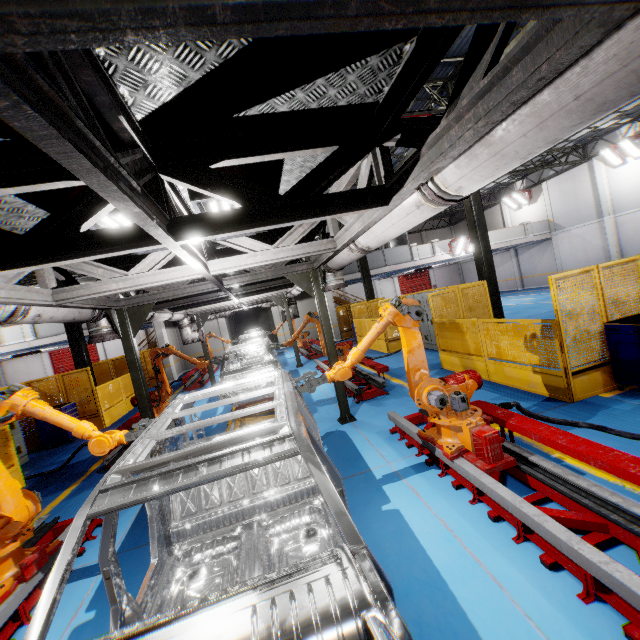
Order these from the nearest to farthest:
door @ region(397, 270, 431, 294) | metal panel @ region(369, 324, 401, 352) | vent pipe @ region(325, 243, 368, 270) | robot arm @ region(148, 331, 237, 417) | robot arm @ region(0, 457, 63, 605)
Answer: robot arm @ region(0, 457, 63, 605) < vent pipe @ region(325, 243, 368, 270) < robot arm @ region(148, 331, 237, 417) < metal panel @ region(369, 324, 401, 352) < door @ region(397, 270, 431, 294)

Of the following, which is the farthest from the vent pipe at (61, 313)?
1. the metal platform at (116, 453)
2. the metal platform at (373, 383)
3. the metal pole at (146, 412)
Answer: the metal platform at (373, 383)

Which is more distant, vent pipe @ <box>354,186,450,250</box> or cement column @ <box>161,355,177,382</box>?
cement column @ <box>161,355,177,382</box>

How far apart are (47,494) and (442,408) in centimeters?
813cm

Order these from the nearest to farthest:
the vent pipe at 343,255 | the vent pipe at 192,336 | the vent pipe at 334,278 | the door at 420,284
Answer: the vent pipe at 343,255 → the vent pipe at 334,278 → the vent pipe at 192,336 → the door at 420,284

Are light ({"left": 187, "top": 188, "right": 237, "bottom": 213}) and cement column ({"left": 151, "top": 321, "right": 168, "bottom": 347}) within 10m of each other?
no

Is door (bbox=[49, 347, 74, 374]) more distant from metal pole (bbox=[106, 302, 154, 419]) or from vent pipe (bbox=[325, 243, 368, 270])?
metal pole (bbox=[106, 302, 154, 419])

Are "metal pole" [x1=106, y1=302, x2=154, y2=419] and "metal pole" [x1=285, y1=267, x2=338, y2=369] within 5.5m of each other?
yes
